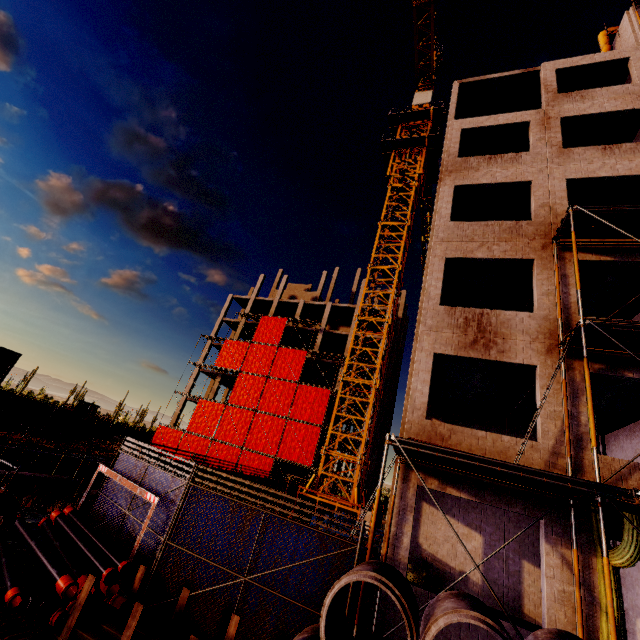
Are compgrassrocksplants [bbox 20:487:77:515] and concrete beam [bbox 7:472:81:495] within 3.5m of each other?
yes

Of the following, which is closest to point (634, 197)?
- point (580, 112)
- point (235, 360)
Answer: Answer: point (580, 112)

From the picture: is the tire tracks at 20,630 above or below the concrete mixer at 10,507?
below

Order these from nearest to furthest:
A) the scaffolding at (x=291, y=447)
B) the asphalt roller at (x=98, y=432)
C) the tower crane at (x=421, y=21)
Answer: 1. the tower crane at (x=421, y=21)
2. the asphalt roller at (x=98, y=432)
3. the scaffolding at (x=291, y=447)

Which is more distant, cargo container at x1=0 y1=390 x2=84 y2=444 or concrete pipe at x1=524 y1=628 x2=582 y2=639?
cargo container at x1=0 y1=390 x2=84 y2=444

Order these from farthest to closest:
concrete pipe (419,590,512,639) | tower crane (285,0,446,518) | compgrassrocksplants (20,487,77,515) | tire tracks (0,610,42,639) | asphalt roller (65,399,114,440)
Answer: asphalt roller (65,399,114,440) → tower crane (285,0,446,518) → compgrassrocksplants (20,487,77,515) → tire tracks (0,610,42,639) → concrete pipe (419,590,512,639)

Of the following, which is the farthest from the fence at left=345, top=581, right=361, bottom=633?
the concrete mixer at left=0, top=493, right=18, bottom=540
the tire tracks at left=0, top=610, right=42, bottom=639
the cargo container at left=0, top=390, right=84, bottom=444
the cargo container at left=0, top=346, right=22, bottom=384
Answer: the cargo container at left=0, top=390, right=84, bottom=444

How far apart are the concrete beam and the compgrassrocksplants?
0.1 meters
